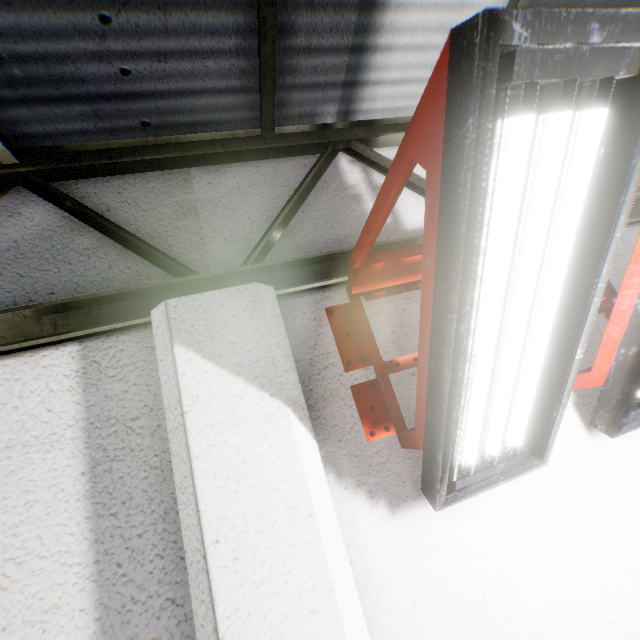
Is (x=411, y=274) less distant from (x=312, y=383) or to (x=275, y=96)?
(x=312, y=383)
